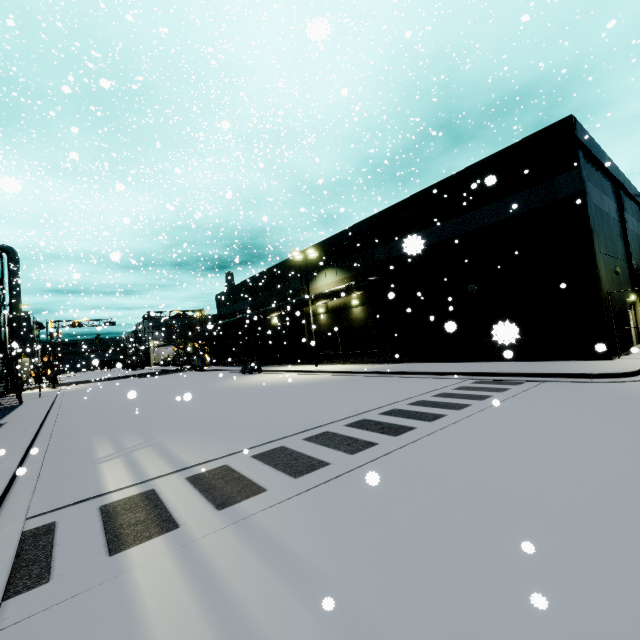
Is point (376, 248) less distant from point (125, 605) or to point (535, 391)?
point (535, 391)

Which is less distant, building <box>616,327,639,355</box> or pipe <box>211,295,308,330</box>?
building <box>616,327,639,355</box>

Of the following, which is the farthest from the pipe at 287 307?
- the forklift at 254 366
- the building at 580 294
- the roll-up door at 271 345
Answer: the forklift at 254 366

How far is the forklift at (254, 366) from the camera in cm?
2925

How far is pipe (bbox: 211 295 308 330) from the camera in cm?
2888
